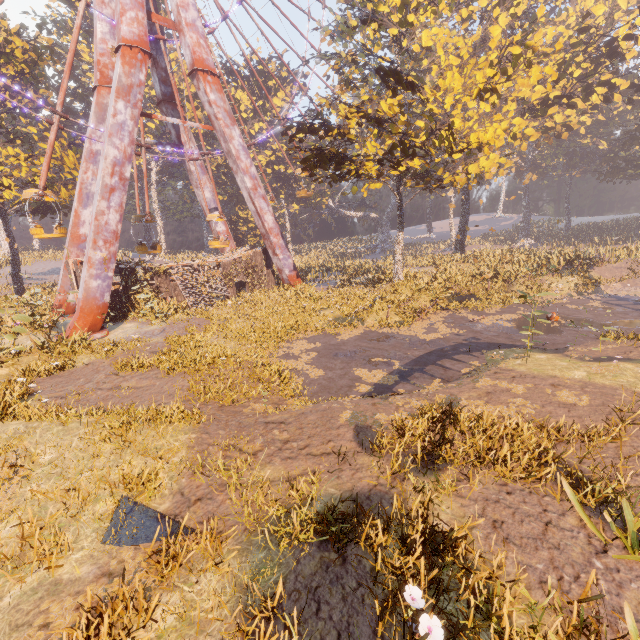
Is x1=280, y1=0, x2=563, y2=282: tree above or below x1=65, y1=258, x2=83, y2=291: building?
above

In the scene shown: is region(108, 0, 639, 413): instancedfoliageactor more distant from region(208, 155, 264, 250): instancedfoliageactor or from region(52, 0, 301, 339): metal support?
region(208, 155, 264, 250): instancedfoliageactor

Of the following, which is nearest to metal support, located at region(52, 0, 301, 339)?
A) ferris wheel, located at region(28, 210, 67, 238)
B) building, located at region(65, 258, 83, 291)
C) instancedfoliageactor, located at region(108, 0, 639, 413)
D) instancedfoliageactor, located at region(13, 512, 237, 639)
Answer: ferris wheel, located at region(28, 210, 67, 238)

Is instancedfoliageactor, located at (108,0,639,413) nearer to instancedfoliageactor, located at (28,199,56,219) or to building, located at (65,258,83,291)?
instancedfoliageactor, located at (28,199,56,219)

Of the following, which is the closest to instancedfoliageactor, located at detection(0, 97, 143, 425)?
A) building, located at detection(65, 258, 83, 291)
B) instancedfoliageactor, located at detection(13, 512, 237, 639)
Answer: building, located at detection(65, 258, 83, 291)

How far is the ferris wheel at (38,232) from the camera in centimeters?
1822cm

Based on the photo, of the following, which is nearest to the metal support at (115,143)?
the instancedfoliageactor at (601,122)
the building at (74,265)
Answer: the building at (74,265)

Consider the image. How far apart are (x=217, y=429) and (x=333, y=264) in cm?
3850
